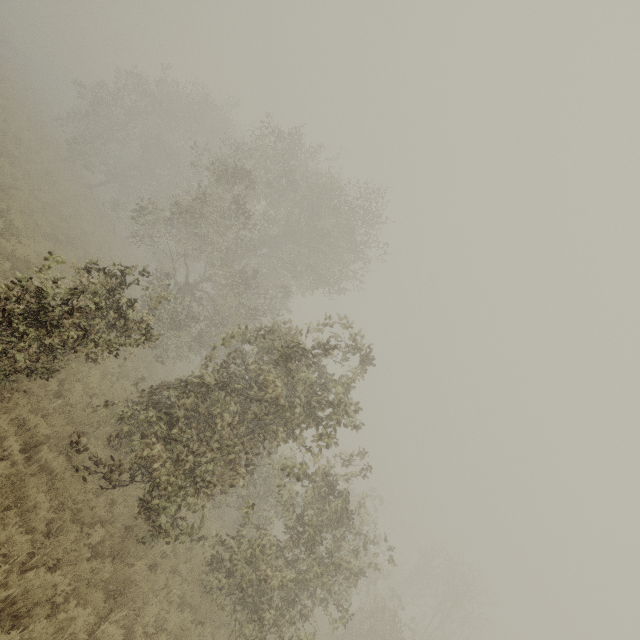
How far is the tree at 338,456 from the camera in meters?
10.2

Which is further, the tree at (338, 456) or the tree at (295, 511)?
the tree at (338, 456)

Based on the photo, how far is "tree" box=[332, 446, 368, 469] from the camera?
10.23m

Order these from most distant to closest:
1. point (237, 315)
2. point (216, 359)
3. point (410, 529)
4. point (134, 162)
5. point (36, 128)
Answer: point (410, 529)
point (134, 162)
point (36, 128)
point (216, 359)
point (237, 315)

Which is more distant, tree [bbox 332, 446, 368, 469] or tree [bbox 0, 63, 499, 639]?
tree [bbox 332, 446, 368, 469]
